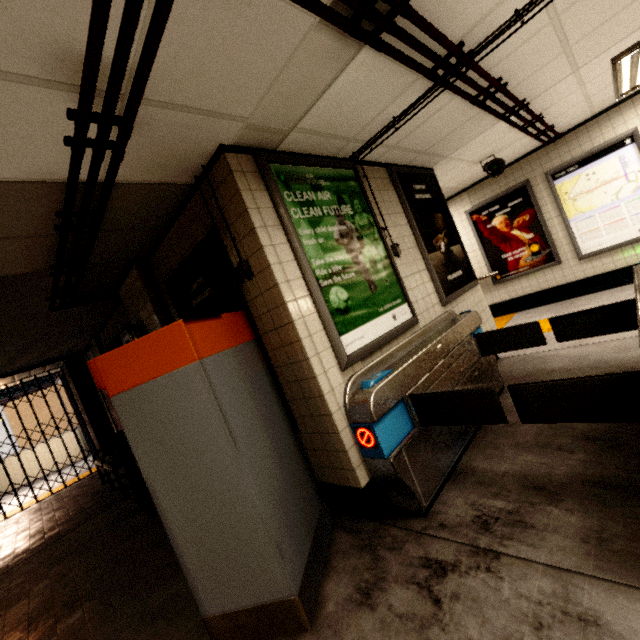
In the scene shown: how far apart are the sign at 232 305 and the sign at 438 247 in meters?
2.2

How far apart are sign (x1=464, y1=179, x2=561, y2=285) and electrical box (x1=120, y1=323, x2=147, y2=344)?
6.67m

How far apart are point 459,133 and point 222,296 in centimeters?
342cm

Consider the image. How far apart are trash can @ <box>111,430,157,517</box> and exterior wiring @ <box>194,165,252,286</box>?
3.2 meters

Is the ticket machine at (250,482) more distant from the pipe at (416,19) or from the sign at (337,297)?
the pipe at (416,19)

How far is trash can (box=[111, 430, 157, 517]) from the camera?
4.14m

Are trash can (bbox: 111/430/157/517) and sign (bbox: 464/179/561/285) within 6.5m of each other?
no

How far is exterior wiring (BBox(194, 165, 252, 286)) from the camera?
2.4m
